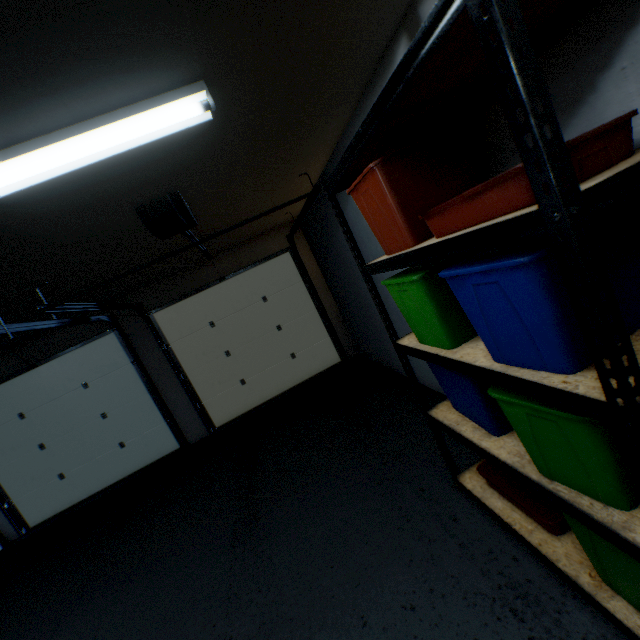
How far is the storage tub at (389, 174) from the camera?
0.8m

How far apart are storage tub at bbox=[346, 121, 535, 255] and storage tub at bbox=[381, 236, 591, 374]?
0.23m

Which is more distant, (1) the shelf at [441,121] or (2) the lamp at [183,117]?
(2) the lamp at [183,117]

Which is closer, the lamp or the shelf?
the shelf

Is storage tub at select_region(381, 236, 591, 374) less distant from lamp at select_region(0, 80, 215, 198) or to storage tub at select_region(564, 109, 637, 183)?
storage tub at select_region(564, 109, 637, 183)

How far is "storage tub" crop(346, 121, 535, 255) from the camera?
0.84m

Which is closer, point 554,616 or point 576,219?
point 576,219

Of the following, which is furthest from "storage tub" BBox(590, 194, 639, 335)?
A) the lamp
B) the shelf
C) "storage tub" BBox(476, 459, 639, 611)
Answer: the lamp
